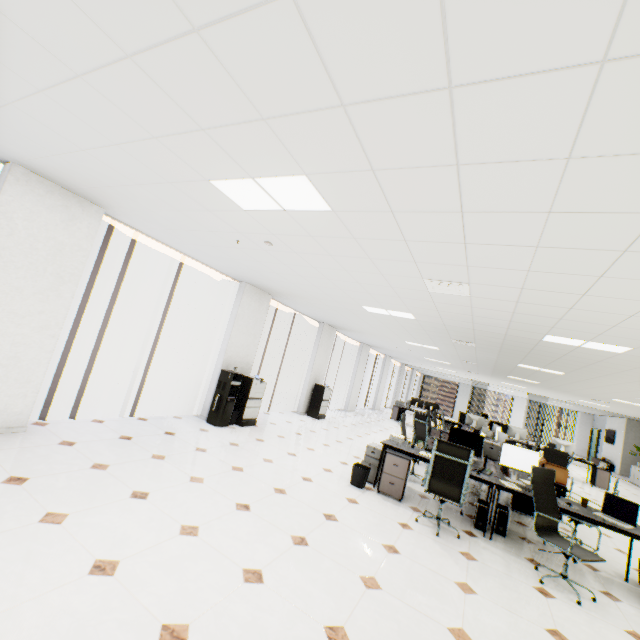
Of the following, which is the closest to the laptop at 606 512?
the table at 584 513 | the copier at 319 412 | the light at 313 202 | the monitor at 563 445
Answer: the table at 584 513

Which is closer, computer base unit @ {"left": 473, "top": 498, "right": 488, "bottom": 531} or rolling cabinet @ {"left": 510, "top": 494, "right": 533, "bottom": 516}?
computer base unit @ {"left": 473, "top": 498, "right": 488, "bottom": 531}

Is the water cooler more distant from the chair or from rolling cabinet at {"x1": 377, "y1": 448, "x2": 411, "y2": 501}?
the chair

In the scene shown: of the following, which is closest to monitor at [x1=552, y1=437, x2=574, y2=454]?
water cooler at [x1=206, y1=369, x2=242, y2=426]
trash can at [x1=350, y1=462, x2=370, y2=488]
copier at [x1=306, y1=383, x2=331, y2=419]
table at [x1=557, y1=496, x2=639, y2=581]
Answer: table at [x1=557, y1=496, x2=639, y2=581]

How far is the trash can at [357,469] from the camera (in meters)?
5.04

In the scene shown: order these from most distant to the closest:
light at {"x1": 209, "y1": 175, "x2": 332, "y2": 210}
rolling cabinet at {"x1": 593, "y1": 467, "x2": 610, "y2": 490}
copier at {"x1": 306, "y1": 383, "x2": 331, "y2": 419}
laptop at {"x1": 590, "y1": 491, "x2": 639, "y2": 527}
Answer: rolling cabinet at {"x1": 593, "y1": 467, "x2": 610, "y2": 490} < copier at {"x1": 306, "y1": 383, "x2": 331, "y2": 419} < laptop at {"x1": 590, "y1": 491, "x2": 639, "y2": 527} < light at {"x1": 209, "y1": 175, "x2": 332, "y2": 210}

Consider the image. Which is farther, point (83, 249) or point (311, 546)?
point (83, 249)

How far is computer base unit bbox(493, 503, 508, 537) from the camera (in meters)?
4.62
